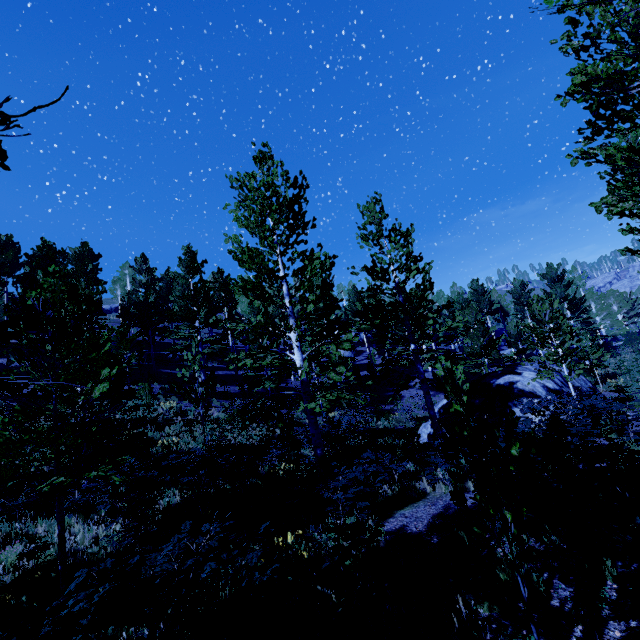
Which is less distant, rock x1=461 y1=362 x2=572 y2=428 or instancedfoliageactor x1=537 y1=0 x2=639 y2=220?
instancedfoliageactor x1=537 y1=0 x2=639 y2=220

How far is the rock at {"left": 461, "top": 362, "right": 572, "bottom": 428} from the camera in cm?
1423

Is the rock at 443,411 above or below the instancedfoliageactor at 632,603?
below

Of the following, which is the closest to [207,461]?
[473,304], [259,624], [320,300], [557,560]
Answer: [320,300]

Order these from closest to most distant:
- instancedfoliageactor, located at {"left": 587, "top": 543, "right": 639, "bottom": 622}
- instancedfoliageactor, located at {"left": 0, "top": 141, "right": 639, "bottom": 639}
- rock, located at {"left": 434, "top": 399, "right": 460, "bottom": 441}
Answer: instancedfoliageactor, located at {"left": 587, "top": 543, "right": 639, "bottom": 622}
instancedfoliageactor, located at {"left": 0, "top": 141, "right": 639, "bottom": 639}
rock, located at {"left": 434, "top": 399, "right": 460, "bottom": 441}

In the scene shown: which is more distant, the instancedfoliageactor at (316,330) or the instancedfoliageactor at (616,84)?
the instancedfoliageactor at (316,330)

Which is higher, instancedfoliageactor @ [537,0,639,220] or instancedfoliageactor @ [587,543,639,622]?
instancedfoliageactor @ [537,0,639,220]
